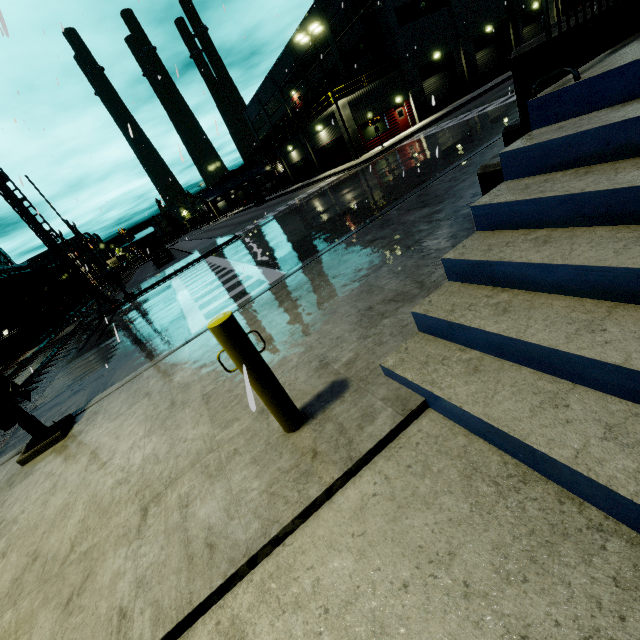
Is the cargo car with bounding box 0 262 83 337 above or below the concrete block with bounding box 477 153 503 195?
above

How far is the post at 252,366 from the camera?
2.4m

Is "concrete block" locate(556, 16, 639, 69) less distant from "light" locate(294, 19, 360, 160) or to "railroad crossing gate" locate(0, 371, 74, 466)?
"railroad crossing gate" locate(0, 371, 74, 466)

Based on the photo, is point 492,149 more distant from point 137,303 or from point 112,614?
point 137,303

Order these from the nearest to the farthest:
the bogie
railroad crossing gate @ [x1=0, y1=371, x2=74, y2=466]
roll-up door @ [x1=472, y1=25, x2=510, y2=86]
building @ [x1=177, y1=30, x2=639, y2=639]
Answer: building @ [x1=177, y1=30, x2=639, y2=639] → railroad crossing gate @ [x1=0, y1=371, x2=74, y2=466] → the bogie → roll-up door @ [x1=472, y1=25, x2=510, y2=86]

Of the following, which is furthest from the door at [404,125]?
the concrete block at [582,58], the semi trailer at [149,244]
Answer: the semi trailer at [149,244]

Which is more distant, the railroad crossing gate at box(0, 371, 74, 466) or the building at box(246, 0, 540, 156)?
the building at box(246, 0, 540, 156)

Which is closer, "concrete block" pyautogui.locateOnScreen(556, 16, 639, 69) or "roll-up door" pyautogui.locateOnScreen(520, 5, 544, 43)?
"concrete block" pyautogui.locateOnScreen(556, 16, 639, 69)
